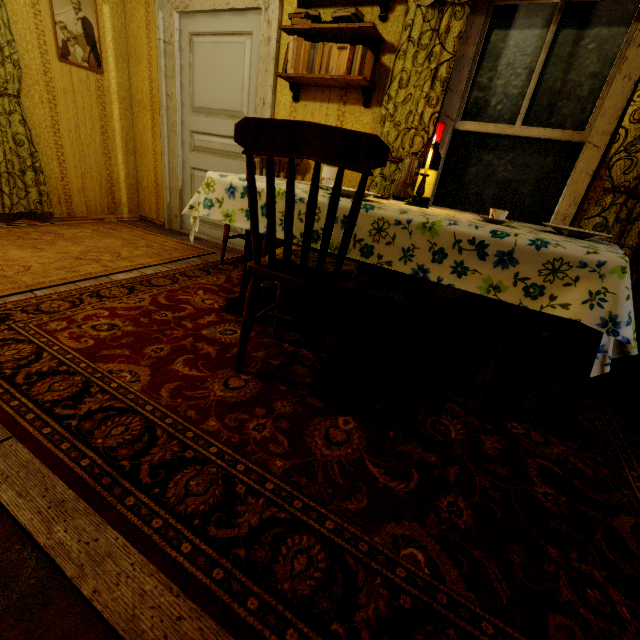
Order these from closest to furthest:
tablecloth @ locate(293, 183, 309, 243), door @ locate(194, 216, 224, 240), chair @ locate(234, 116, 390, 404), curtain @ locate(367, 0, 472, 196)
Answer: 1. chair @ locate(234, 116, 390, 404)
2. tablecloth @ locate(293, 183, 309, 243)
3. curtain @ locate(367, 0, 472, 196)
4. door @ locate(194, 216, 224, 240)

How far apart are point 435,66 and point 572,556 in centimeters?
273cm

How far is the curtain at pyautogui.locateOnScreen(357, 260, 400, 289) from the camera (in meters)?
2.77

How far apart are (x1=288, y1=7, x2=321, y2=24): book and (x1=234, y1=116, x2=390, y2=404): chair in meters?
2.0

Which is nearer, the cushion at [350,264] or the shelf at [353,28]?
the cushion at [350,264]

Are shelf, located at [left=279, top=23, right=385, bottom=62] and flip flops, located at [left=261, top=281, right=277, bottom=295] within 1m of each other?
no

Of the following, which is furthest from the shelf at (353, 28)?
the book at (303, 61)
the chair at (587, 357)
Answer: the chair at (587, 357)

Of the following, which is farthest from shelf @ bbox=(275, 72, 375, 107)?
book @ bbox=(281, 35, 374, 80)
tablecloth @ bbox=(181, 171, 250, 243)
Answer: tablecloth @ bbox=(181, 171, 250, 243)
